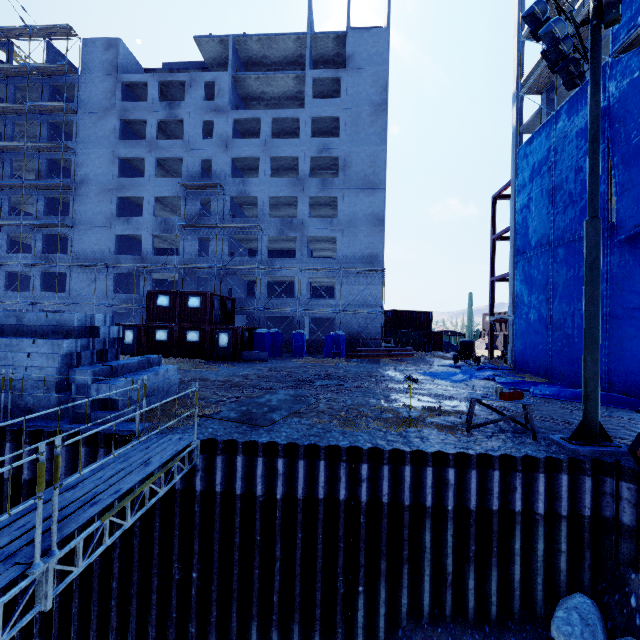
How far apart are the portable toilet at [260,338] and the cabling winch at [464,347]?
14.4m

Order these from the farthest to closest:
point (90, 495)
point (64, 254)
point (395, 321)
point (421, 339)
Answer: point (395, 321) < point (421, 339) < point (64, 254) < point (90, 495)

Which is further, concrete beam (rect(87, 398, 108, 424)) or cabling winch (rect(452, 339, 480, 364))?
cabling winch (rect(452, 339, 480, 364))

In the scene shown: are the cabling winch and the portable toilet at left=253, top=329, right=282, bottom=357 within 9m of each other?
no

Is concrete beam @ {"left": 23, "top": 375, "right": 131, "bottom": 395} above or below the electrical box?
below

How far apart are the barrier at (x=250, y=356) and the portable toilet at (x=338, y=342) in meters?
6.1

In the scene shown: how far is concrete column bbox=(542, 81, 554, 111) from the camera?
22.77m

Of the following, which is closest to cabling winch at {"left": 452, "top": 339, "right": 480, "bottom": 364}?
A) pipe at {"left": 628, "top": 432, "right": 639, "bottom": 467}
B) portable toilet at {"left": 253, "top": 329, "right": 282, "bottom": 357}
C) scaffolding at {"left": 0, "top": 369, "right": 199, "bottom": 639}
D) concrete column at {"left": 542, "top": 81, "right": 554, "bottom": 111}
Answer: concrete column at {"left": 542, "top": 81, "right": 554, "bottom": 111}
